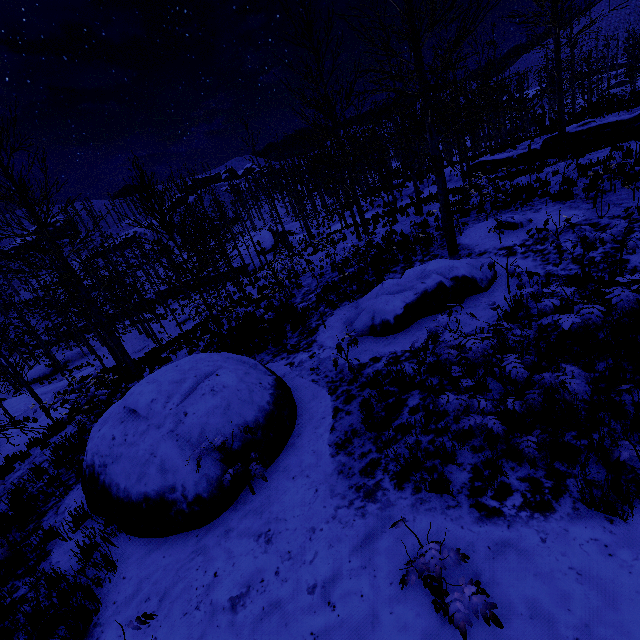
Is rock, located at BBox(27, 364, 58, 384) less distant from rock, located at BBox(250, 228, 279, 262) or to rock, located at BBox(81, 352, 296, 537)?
rock, located at BBox(250, 228, 279, 262)

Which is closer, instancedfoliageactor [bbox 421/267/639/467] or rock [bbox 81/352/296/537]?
instancedfoliageactor [bbox 421/267/639/467]

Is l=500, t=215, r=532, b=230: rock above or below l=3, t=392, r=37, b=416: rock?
above

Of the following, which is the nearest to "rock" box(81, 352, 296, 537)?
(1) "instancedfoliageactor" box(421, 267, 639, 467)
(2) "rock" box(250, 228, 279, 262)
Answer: (1) "instancedfoliageactor" box(421, 267, 639, 467)

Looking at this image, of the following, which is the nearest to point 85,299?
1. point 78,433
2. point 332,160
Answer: point 78,433

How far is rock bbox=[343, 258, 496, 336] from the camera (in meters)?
7.04

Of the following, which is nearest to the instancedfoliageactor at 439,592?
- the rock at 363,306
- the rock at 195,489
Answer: the rock at 363,306

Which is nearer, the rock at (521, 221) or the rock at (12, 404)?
the rock at (521, 221)
